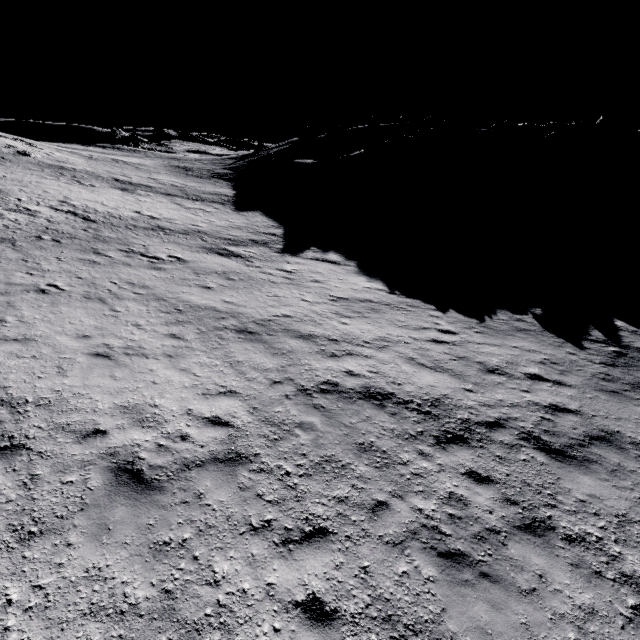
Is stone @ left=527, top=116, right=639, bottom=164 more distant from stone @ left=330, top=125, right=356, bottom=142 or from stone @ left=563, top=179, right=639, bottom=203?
stone @ left=330, top=125, right=356, bottom=142

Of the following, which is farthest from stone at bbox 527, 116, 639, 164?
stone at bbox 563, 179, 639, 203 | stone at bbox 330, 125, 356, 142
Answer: stone at bbox 330, 125, 356, 142

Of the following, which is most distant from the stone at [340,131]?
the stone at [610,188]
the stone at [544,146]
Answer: the stone at [610,188]

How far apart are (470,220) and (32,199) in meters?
36.6

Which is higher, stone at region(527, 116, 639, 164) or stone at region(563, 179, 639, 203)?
stone at region(527, 116, 639, 164)

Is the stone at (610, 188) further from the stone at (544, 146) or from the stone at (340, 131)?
the stone at (340, 131)
